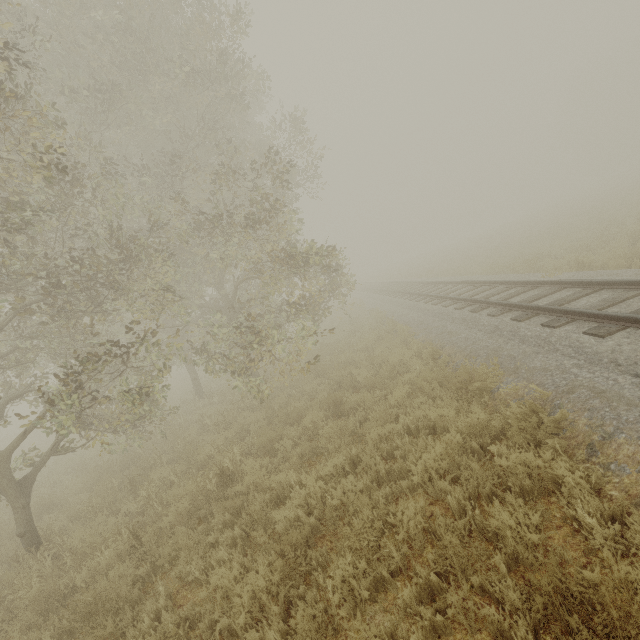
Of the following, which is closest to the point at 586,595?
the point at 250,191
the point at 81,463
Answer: the point at 250,191

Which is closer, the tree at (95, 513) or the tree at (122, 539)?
the tree at (122, 539)

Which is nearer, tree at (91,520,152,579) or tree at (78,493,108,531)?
tree at (91,520,152,579)

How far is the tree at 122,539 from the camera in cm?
514

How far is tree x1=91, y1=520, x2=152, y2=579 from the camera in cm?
514
